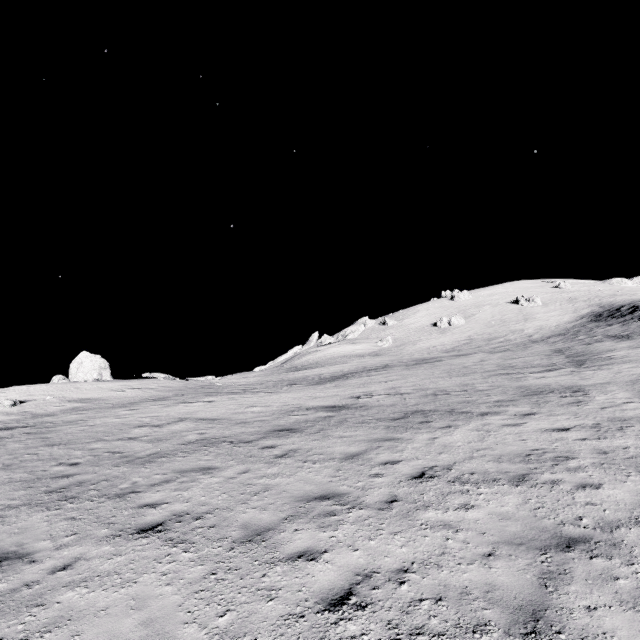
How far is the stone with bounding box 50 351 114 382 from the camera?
30.66m

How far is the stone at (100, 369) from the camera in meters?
30.7 m

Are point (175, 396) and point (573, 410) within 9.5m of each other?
no
